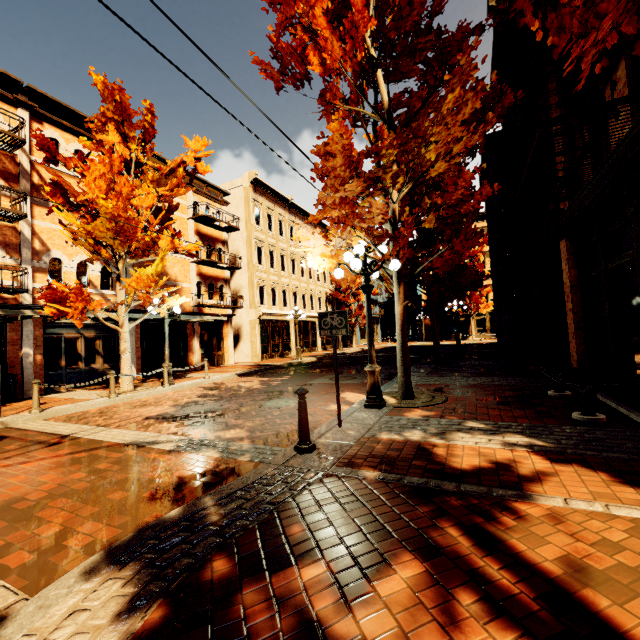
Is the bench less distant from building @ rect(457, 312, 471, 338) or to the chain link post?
Answer: the chain link post

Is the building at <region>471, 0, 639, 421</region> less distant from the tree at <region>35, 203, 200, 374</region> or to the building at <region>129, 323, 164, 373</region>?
the tree at <region>35, 203, 200, 374</region>

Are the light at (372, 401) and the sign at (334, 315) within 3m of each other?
yes

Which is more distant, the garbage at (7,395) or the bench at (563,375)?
the garbage at (7,395)

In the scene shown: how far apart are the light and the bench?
3.2 meters

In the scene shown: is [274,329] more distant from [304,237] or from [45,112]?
[304,237]

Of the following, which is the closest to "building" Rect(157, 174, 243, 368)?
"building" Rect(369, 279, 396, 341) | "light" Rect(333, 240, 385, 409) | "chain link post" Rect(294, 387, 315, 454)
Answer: "light" Rect(333, 240, 385, 409)

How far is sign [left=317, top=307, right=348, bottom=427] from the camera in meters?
5.5 m
